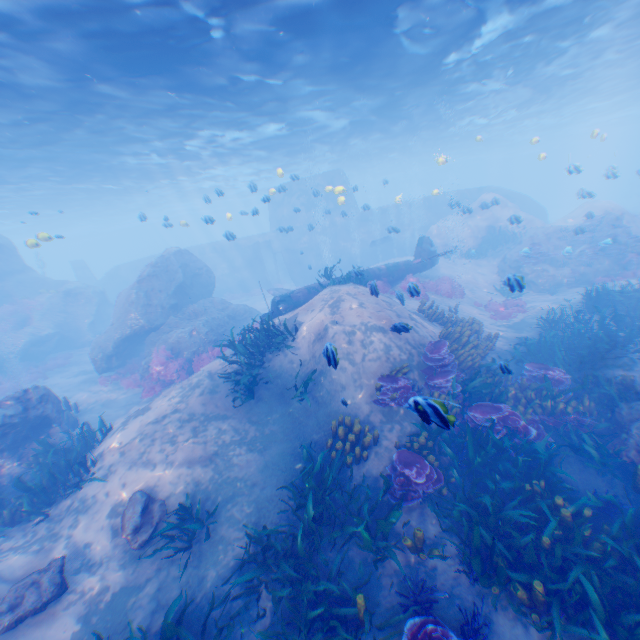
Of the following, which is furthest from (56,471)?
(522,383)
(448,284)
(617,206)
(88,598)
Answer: (617,206)

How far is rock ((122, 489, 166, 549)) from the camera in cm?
682

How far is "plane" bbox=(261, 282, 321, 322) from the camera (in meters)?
14.14

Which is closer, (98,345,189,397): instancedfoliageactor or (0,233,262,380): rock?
(98,345,189,397): instancedfoliageactor

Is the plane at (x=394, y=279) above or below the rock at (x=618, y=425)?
above

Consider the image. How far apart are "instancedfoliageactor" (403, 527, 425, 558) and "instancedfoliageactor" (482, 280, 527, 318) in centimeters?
1330cm

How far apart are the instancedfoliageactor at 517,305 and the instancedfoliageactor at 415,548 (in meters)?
13.30
